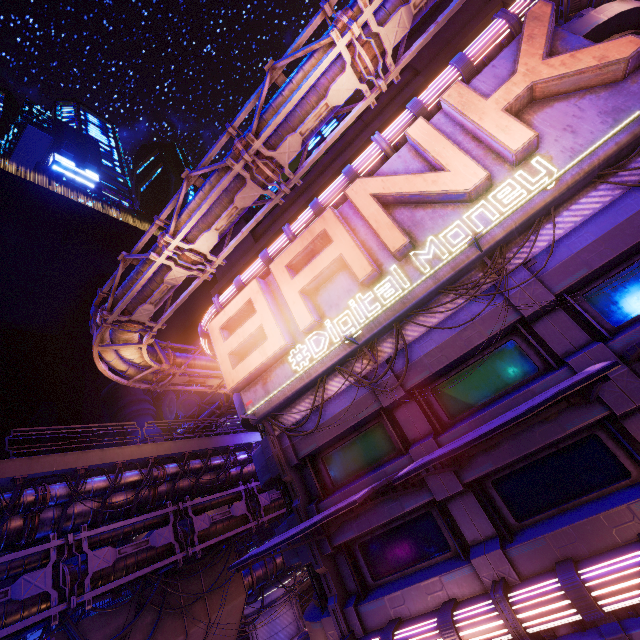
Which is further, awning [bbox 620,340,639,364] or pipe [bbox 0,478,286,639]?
pipe [bbox 0,478,286,639]

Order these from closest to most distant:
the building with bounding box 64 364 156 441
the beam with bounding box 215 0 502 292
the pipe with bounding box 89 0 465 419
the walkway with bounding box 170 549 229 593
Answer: the pipe with bounding box 89 0 465 419 → the beam with bounding box 215 0 502 292 → the walkway with bounding box 170 549 229 593 → the building with bounding box 64 364 156 441

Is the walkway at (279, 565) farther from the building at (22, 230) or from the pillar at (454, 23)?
the pillar at (454, 23)

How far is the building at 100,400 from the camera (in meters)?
51.97

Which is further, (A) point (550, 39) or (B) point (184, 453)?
(B) point (184, 453)

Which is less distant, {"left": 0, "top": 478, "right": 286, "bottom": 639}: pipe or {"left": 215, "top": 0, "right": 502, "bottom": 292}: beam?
{"left": 0, "top": 478, "right": 286, "bottom": 639}: pipe

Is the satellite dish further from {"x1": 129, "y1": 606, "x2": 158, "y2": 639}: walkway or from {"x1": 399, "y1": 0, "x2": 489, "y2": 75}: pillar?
{"x1": 399, "y1": 0, "x2": 489, "y2": 75}: pillar

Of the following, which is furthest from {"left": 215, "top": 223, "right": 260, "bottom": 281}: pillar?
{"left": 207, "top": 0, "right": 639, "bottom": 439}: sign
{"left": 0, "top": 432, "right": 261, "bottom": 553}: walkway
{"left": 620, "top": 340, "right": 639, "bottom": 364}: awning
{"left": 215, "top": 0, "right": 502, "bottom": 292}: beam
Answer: {"left": 620, "top": 340, "right": 639, "bottom": 364}: awning
